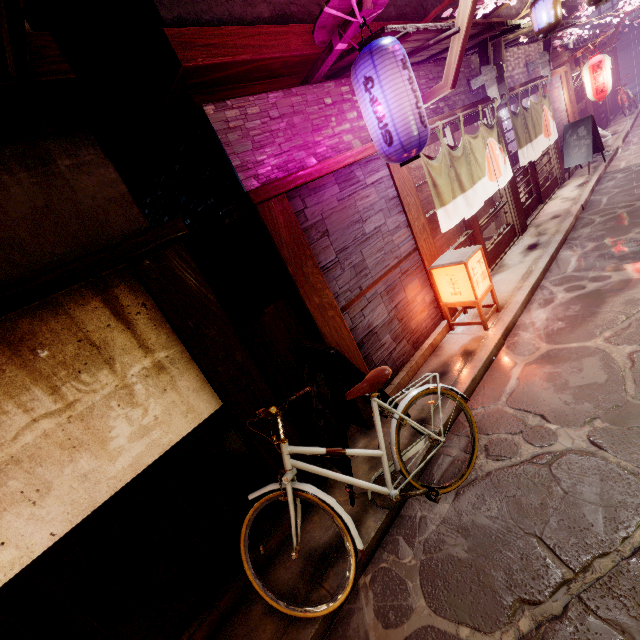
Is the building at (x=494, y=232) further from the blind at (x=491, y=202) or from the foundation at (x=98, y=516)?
the foundation at (x=98, y=516)

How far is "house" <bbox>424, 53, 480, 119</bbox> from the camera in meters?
10.3 m

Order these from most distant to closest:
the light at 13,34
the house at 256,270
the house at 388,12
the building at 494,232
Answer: the building at 494,232, the house at 388,12, the house at 256,270, the light at 13,34

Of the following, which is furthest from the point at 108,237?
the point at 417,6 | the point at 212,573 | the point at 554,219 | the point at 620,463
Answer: the point at 554,219

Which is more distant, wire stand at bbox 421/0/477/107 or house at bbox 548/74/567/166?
house at bbox 548/74/567/166

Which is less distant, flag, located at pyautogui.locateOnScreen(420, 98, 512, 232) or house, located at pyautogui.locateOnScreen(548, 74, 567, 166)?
flag, located at pyautogui.locateOnScreen(420, 98, 512, 232)

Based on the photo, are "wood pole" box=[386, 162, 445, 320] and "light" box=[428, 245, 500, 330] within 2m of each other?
yes

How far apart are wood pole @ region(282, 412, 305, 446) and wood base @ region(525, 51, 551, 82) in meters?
19.7
